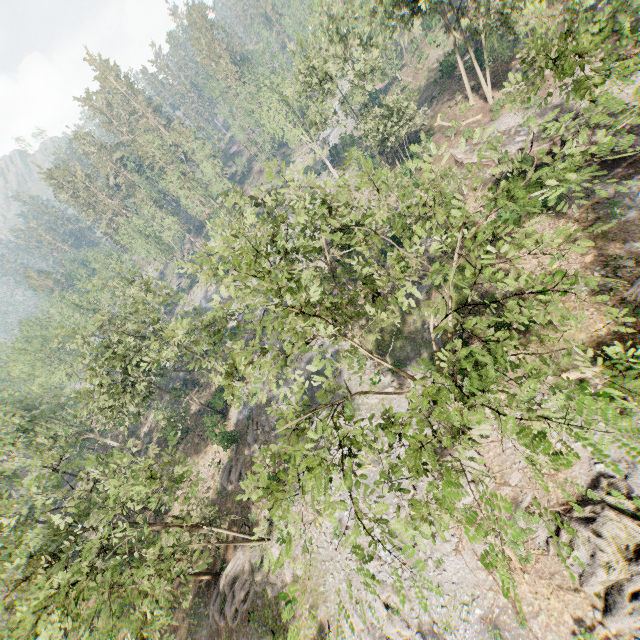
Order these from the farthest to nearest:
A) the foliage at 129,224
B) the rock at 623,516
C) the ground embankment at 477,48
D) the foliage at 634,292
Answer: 1. the foliage at 129,224
2. the ground embankment at 477,48
3. the foliage at 634,292
4. the rock at 623,516

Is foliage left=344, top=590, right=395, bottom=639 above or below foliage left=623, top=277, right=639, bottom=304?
below

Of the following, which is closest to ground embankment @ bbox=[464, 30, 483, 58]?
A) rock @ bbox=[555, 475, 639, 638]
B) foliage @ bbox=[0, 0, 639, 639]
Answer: foliage @ bbox=[0, 0, 639, 639]

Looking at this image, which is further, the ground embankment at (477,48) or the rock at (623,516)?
the ground embankment at (477,48)

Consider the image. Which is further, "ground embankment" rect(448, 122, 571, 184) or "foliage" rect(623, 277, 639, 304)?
"ground embankment" rect(448, 122, 571, 184)

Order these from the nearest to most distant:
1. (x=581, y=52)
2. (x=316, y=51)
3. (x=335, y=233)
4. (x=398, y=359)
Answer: (x=581, y=52), (x=335, y=233), (x=398, y=359), (x=316, y=51)

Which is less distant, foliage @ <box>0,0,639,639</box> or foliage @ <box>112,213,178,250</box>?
foliage @ <box>0,0,639,639</box>

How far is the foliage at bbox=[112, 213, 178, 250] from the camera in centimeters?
5512cm
